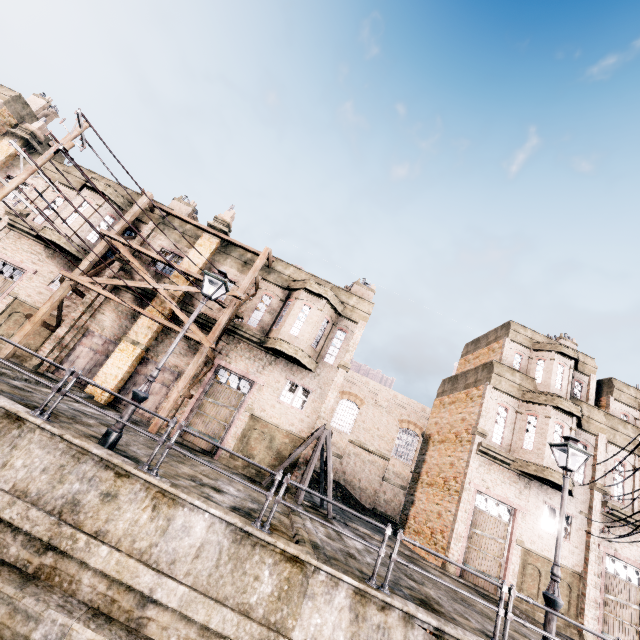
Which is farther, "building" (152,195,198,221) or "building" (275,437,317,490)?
"building" (152,195,198,221)

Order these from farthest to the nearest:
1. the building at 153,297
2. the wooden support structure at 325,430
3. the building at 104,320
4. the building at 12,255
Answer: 1. the building at 153,297
2. the building at 12,255
3. the building at 104,320
4. the wooden support structure at 325,430

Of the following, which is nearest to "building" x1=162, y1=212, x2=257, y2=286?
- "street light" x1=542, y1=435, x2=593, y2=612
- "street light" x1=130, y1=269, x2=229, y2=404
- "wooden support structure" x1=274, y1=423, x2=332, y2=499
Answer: "wooden support structure" x1=274, y1=423, x2=332, y2=499

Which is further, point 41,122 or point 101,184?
point 41,122

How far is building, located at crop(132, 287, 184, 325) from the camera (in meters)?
19.08

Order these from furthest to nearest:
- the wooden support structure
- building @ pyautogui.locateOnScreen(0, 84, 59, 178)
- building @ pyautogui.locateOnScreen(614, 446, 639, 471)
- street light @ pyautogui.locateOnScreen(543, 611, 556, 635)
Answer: building @ pyautogui.locateOnScreen(0, 84, 59, 178), building @ pyautogui.locateOnScreen(614, 446, 639, 471), the wooden support structure, street light @ pyautogui.locateOnScreen(543, 611, 556, 635)

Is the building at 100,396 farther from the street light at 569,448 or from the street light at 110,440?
the street light at 569,448

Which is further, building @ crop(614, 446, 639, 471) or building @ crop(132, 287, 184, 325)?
building @ crop(614, 446, 639, 471)
